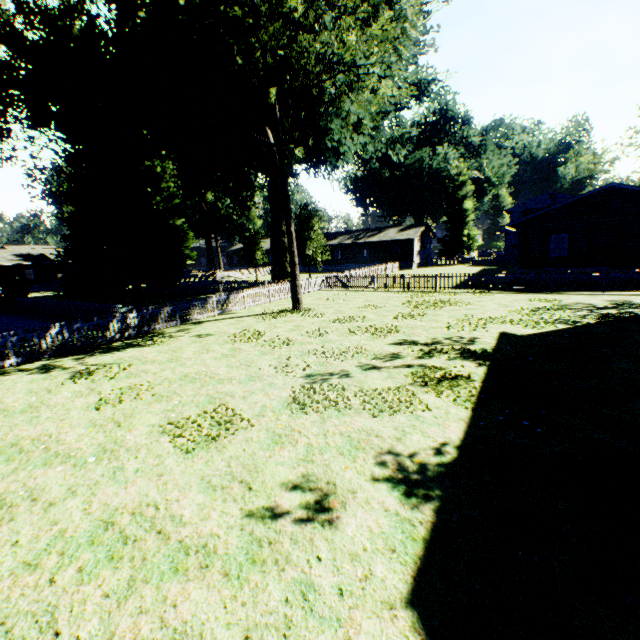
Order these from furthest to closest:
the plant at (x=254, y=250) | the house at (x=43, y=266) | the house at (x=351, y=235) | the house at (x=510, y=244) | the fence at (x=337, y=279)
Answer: the house at (x=43, y=266)
the house at (x=351, y=235)
the house at (x=510, y=244)
the plant at (x=254, y=250)
the fence at (x=337, y=279)

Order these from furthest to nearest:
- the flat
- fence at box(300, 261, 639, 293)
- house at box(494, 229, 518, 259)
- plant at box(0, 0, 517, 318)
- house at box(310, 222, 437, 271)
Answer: house at box(310, 222, 437, 271), house at box(494, 229, 518, 259), the flat, fence at box(300, 261, 639, 293), plant at box(0, 0, 517, 318)

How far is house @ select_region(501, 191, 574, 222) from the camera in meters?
49.1

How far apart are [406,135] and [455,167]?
11.7m

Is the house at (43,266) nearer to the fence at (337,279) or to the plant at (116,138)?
the fence at (337,279)

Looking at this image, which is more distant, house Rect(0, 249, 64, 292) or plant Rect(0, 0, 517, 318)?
house Rect(0, 249, 64, 292)

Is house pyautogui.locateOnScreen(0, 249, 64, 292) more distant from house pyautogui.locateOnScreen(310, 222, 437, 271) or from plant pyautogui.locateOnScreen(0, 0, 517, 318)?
house pyautogui.locateOnScreen(310, 222, 437, 271)

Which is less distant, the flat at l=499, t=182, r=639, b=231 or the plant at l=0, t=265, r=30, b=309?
the flat at l=499, t=182, r=639, b=231
